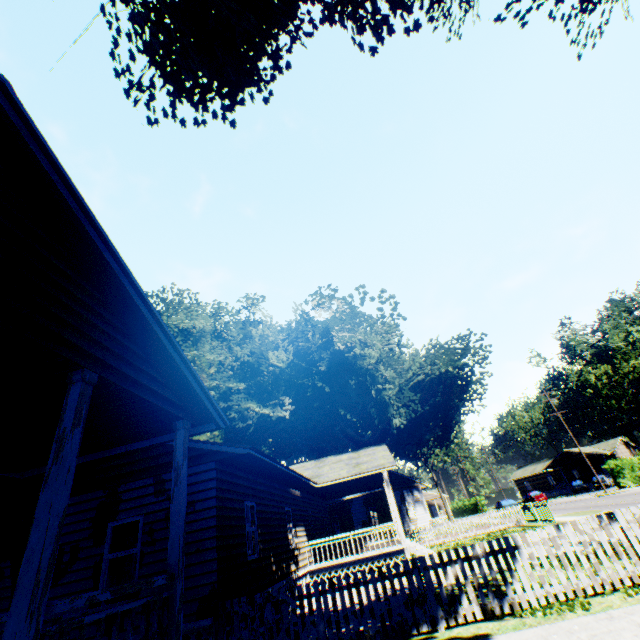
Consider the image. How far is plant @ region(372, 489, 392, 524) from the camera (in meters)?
26.29

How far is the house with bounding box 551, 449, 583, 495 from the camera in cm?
5728

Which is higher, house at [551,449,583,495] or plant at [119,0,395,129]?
plant at [119,0,395,129]

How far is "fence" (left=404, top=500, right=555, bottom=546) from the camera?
21.4 meters

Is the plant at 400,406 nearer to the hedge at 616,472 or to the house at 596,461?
the hedge at 616,472

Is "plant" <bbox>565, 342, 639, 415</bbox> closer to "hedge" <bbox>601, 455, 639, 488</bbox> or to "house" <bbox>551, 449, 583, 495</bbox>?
"hedge" <bbox>601, 455, 639, 488</bbox>

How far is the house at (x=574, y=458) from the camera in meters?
57.3

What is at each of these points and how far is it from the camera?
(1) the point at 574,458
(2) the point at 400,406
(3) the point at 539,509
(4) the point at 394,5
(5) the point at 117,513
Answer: (1) house, 57.5m
(2) plant, 23.4m
(3) fence, 21.4m
(4) plant, 8.0m
(5) house, 9.0m
